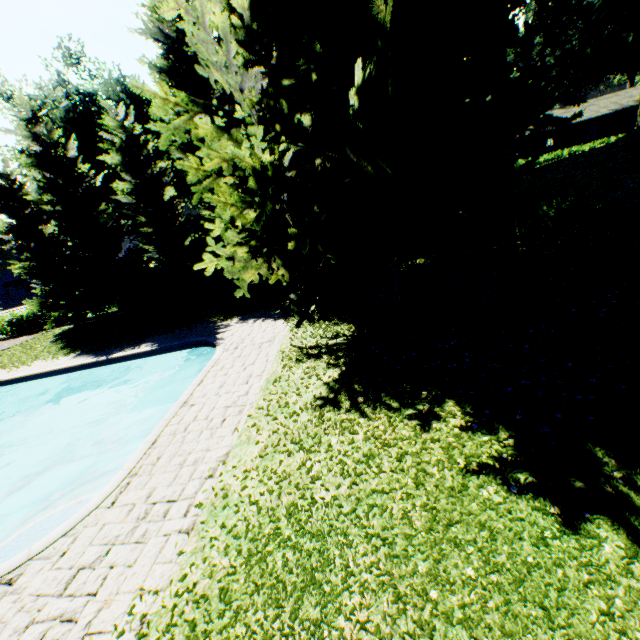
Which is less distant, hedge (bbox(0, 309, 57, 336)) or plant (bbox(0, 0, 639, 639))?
plant (bbox(0, 0, 639, 639))

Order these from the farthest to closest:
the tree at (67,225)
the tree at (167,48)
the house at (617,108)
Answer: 1. the house at (617,108)
2. the tree at (67,225)
3. the tree at (167,48)

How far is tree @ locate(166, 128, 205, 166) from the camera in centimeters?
1773cm

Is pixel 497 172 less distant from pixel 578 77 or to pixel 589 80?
pixel 578 77

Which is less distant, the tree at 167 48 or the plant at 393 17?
the plant at 393 17

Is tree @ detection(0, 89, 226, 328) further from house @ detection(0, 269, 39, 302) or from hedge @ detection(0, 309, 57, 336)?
house @ detection(0, 269, 39, 302)

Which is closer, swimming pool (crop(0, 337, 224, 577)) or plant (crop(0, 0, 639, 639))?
plant (crop(0, 0, 639, 639))

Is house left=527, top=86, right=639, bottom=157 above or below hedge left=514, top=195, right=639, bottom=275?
above
